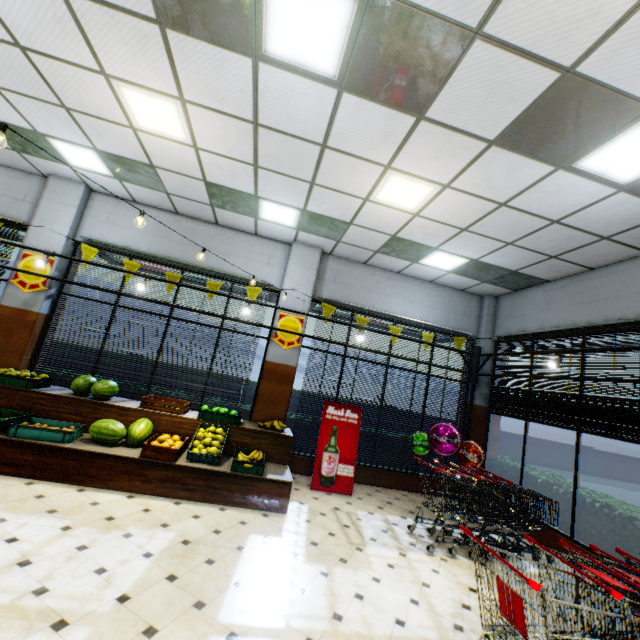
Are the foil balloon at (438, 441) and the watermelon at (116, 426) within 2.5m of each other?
no

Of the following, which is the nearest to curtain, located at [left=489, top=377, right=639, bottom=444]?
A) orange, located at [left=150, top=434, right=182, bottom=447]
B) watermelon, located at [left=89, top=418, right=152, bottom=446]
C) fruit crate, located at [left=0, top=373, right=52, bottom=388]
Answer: orange, located at [left=150, top=434, right=182, bottom=447]

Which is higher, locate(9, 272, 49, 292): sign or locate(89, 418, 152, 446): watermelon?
locate(9, 272, 49, 292): sign

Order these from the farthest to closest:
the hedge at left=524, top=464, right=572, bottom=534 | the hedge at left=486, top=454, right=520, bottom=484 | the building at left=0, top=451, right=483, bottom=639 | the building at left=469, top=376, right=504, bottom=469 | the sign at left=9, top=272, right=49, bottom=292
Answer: the building at left=469, top=376, right=504, bottom=469 → the hedge at left=486, top=454, right=520, bottom=484 → the sign at left=9, top=272, right=49, bottom=292 → the hedge at left=524, top=464, right=572, bottom=534 → the building at left=0, top=451, right=483, bottom=639

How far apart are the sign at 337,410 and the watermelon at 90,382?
3.8m

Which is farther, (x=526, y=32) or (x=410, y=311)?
(x=410, y=311)

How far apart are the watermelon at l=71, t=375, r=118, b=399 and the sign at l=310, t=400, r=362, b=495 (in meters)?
3.85

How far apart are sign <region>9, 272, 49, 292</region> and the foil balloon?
8.15m
